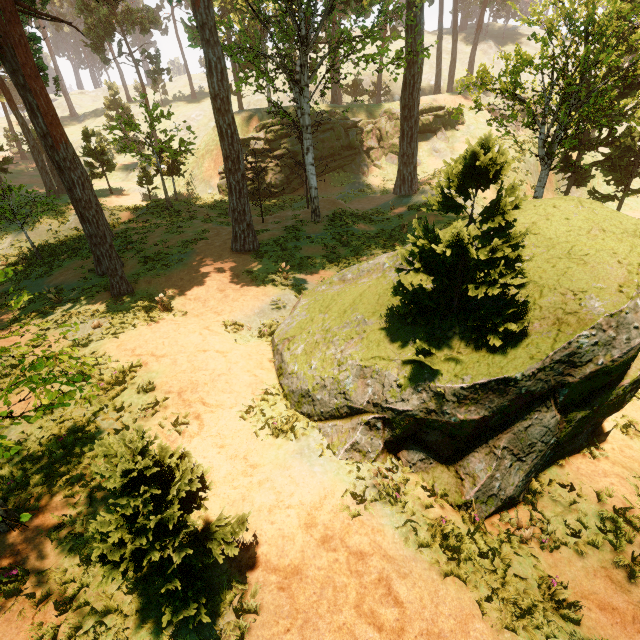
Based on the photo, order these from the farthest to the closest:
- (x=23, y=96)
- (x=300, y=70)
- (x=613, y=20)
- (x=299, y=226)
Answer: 1. (x=299, y=226)
2. (x=300, y=70)
3. (x=23, y=96)
4. (x=613, y=20)

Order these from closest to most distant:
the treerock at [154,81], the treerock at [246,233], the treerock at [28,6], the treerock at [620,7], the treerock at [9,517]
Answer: the treerock at [9,517] < the treerock at [620,7] < the treerock at [28,6] < the treerock at [246,233] < the treerock at [154,81]

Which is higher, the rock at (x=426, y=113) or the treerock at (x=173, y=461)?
the rock at (x=426, y=113)

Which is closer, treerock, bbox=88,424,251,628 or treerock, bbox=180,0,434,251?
treerock, bbox=88,424,251,628

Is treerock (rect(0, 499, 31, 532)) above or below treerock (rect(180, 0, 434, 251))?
below

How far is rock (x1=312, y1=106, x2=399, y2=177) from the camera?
32.2m

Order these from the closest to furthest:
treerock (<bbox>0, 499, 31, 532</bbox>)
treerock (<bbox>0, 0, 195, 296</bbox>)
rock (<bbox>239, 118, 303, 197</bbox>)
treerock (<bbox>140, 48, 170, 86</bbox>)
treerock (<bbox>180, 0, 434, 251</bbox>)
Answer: treerock (<bbox>0, 499, 31, 532</bbox>), treerock (<bbox>0, 0, 195, 296</bbox>), treerock (<bbox>180, 0, 434, 251</bbox>), rock (<bbox>239, 118, 303, 197</bbox>), treerock (<bbox>140, 48, 170, 86</bbox>)

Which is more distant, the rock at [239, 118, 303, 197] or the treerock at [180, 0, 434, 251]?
the rock at [239, 118, 303, 197]
